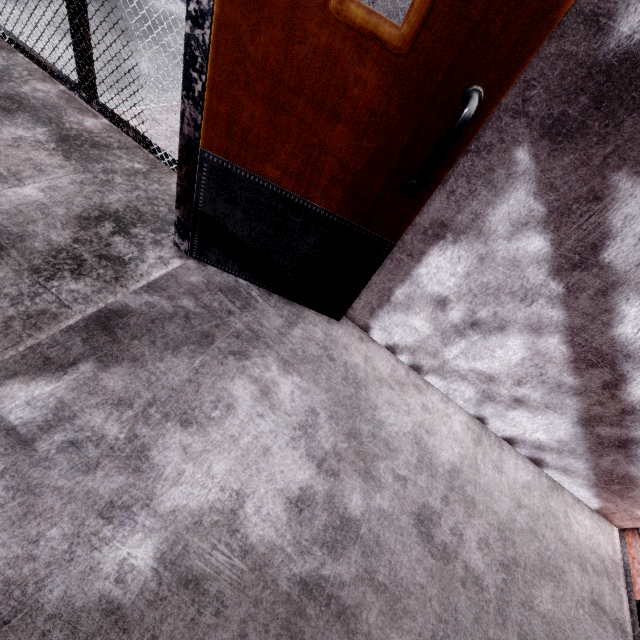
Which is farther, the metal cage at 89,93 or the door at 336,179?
the metal cage at 89,93

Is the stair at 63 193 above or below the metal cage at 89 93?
below

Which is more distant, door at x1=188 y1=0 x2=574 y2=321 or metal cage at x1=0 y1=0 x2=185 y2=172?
metal cage at x1=0 y1=0 x2=185 y2=172

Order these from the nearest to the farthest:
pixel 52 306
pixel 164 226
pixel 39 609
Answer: pixel 39 609 < pixel 52 306 < pixel 164 226

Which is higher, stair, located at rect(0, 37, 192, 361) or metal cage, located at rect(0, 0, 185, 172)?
metal cage, located at rect(0, 0, 185, 172)

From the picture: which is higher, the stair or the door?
the door
